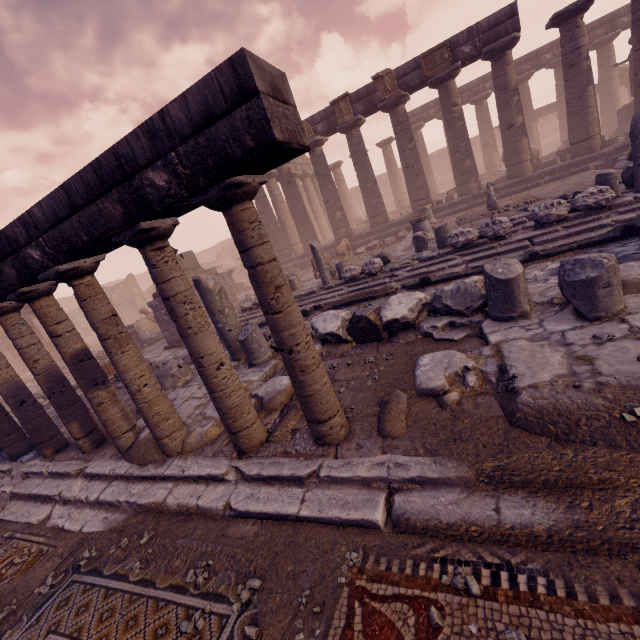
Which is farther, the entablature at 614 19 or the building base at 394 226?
→ the entablature at 614 19

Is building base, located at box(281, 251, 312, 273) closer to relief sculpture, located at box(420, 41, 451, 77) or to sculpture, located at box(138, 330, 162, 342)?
relief sculpture, located at box(420, 41, 451, 77)

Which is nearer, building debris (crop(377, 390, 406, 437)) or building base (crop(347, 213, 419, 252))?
building debris (crop(377, 390, 406, 437))

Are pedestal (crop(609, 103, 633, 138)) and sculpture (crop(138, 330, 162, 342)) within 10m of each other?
no

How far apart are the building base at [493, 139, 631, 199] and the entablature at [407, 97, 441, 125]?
5.3 meters

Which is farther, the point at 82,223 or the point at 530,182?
the point at 530,182

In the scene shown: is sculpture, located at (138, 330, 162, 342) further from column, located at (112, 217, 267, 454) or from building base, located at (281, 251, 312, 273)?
column, located at (112, 217, 267, 454)

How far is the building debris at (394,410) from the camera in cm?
296
